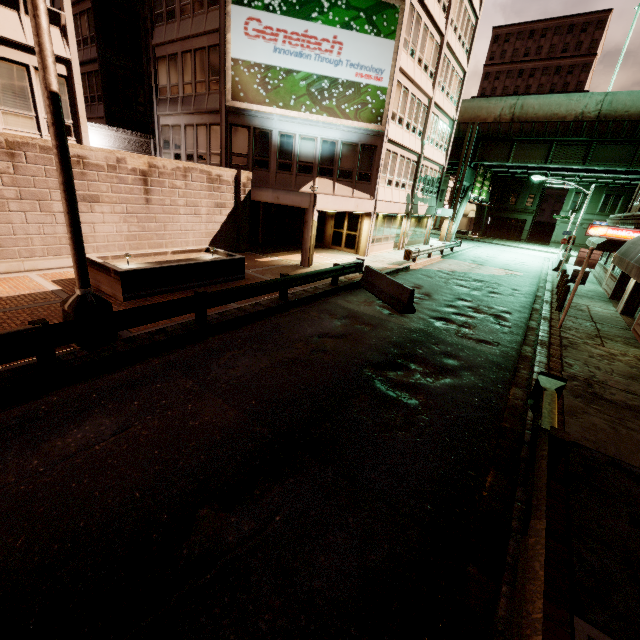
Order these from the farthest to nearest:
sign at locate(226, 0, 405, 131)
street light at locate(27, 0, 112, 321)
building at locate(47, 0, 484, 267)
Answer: A:
1. building at locate(47, 0, 484, 267)
2. sign at locate(226, 0, 405, 131)
3. street light at locate(27, 0, 112, 321)

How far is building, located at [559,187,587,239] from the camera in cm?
4681

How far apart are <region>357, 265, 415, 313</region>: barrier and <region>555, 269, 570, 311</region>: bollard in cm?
892

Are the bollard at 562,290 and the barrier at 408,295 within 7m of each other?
no

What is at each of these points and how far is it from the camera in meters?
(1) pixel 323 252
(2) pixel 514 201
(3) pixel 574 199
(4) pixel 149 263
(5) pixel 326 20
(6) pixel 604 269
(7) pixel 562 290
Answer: (1) building, 22.5 m
(2) building, 52.5 m
(3) building, 47.3 m
(4) planter, 11.7 m
(5) sign, 17.0 m
(6) building, 22.6 m
(7) bollard, 16.0 m

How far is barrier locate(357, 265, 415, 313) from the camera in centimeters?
1227cm

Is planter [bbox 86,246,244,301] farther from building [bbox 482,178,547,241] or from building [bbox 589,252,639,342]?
building [bbox 482,178,547,241]

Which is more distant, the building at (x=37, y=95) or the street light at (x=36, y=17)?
the building at (x=37, y=95)
